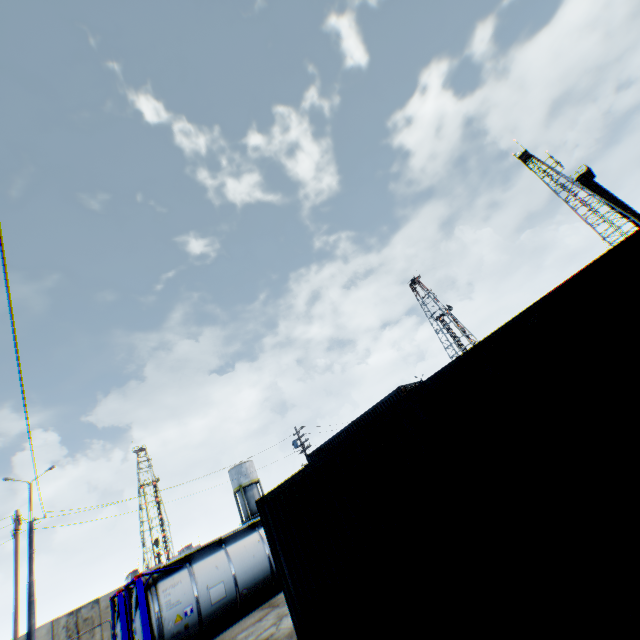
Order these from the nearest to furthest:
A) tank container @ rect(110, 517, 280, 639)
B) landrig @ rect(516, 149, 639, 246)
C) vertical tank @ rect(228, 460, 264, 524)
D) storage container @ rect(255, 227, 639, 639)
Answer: storage container @ rect(255, 227, 639, 639) → tank container @ rect(110, 517, 280, 639) → landrig @ rect(516, 149, 639, 246) → vertical tank @ rect(228, 460, 264, 524)

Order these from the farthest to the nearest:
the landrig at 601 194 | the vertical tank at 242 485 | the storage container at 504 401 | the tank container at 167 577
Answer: the vertical tank at 242 485, the landrig at 601 194, the tank container at 167 577, the storage container at 504 401

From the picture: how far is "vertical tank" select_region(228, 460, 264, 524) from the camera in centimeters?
4738cm

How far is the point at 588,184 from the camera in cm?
4872

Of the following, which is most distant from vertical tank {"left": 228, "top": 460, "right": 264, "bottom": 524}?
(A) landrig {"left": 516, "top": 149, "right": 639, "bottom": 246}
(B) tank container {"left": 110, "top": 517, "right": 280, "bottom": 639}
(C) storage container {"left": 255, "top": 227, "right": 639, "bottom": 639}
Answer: (A) landrig {"left": 516, "top": 149, "right": 639, "bottom": 246}

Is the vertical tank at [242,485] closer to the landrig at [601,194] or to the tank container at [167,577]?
the tank container at [167,577]

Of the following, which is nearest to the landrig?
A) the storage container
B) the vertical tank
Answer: the storage container

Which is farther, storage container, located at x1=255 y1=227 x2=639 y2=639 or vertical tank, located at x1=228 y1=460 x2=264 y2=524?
vertical tank, located at x1=228 y1=460 x2=264 y2=524
